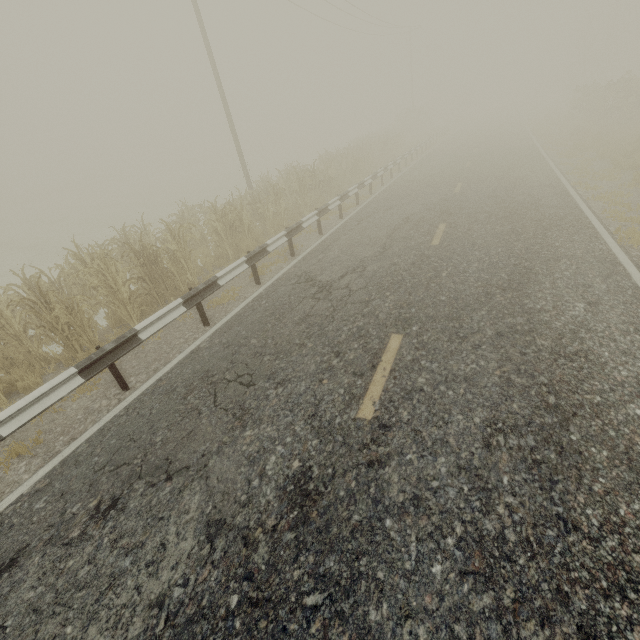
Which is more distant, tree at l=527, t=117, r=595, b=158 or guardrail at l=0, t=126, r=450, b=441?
tree at l=527, t=117, r=595, b=158

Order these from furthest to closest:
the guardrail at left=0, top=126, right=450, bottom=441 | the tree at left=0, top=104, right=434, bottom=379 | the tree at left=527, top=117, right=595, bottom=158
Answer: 1. the tree at left=527, top=117, right=595, bottom=158
2. the tree at left=0, top=104, right=434, bottom=379
3. the guardrail at left=0, top=126, right=450, bottom=441

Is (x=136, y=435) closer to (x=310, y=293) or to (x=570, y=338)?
(x=310, y=293)

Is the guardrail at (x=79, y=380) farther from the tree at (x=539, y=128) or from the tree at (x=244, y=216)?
the tree at (x=539, y=128)

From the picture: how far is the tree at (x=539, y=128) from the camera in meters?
16.5

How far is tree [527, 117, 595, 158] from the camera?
16.46m

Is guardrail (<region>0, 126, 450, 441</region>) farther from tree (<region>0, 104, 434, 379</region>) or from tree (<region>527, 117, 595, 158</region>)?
tree (<region>527, 117, 595, 158</region>)

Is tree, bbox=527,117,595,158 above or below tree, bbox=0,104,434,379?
below
